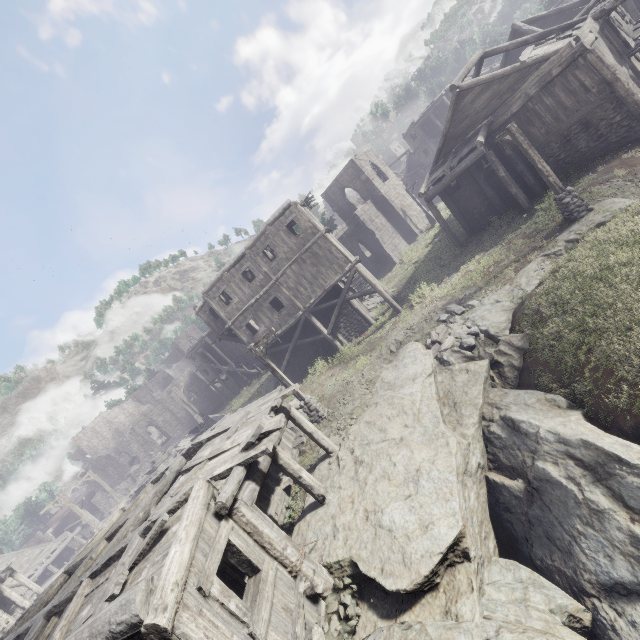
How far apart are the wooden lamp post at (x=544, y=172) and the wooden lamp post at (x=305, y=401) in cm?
1277

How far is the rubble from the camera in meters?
12.8

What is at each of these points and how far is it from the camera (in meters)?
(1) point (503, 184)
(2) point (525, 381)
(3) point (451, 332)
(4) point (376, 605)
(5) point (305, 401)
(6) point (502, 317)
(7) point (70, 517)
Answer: (1) building, 19.92
(2) shelter, 10.09
(3) rubble, 13.98
(4) rock, 6.39
(5) wooden lamp post, 14.81
(6) rock, 12.65
(7) shelter, 48.59

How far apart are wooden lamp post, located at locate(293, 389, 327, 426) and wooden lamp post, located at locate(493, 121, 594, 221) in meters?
12.8

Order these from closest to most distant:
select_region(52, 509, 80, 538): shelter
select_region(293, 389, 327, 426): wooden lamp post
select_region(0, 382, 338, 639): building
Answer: select_region(0, 382, 338, 639): building
select_region(293, 389, 327, 426): wooden lamp post
select_region(52, 509, 80, 538): shelter

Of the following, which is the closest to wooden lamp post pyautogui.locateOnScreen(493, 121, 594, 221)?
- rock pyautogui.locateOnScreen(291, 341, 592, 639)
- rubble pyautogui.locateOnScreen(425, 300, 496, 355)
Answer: rubble pyautogui.locateOnScreen(425, 300, 496, 355)

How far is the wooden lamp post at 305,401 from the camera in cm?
1478

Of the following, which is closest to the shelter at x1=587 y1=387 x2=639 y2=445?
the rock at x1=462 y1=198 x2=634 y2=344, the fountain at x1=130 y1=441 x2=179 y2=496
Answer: the rock at x1=462 y1=198 x2=634 y2=344
